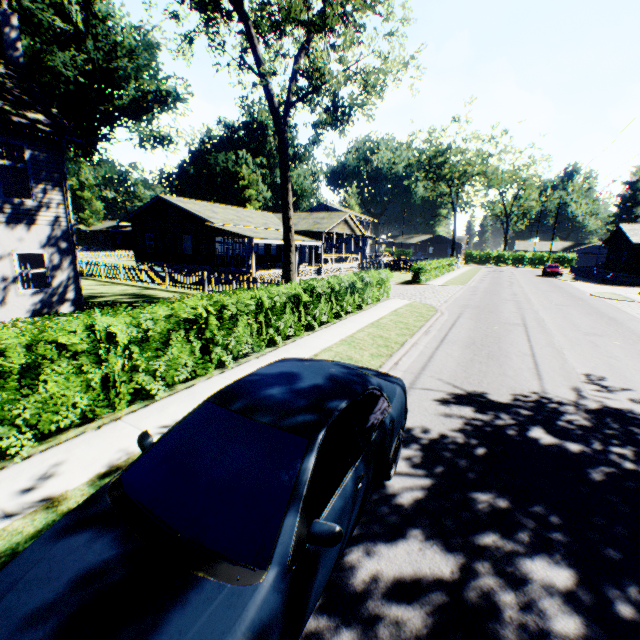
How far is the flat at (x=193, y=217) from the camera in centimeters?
2609cm

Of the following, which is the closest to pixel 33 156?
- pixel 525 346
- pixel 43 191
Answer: pixel 43 191

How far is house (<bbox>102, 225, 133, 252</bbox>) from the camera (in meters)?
57.10

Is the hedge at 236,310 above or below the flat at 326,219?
below

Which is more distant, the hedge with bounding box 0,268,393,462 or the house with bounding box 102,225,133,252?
the house with bounding box 102,225,133,252

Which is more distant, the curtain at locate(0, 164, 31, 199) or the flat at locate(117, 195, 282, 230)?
the flat at locate(117, 195, 282, 230)

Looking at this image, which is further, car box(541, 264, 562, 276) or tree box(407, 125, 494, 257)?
tree box(407, 125, 494, 257)

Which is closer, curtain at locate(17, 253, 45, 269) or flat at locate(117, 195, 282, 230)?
curtain at locate(17, 253, 45, 269)
